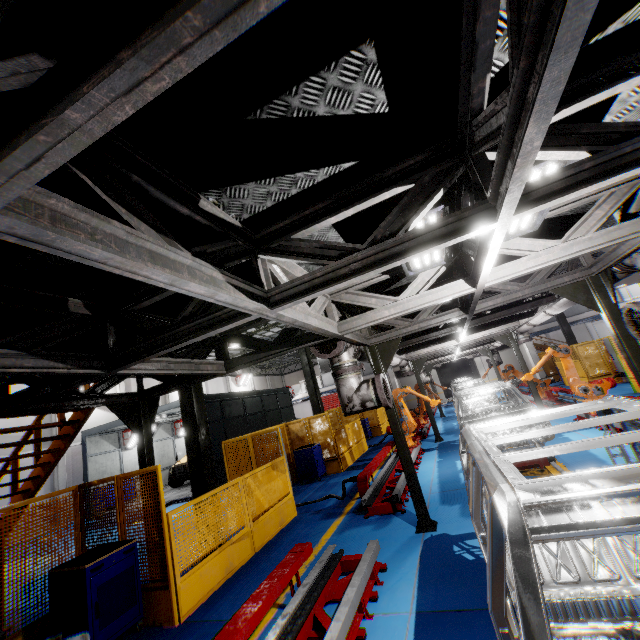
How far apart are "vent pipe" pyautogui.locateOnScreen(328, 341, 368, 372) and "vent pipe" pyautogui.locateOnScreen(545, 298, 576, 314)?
3.64m

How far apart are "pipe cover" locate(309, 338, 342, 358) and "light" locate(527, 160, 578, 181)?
2.46m

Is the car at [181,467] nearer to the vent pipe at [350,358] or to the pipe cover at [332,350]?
the vent pipe at [350,358]

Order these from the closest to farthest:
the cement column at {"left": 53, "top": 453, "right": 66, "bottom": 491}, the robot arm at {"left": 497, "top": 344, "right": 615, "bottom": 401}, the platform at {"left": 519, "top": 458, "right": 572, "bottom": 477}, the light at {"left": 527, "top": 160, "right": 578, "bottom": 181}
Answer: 1. the light at {"left": 527, "top": 160, "right": 578, "bottom": 181}
2. the platform at {"left": 519, "top": 458, "right": 572, "bottom": 477}
3. the robot arm at {"left": 497, "top": 344, "right": 615, "bottom": 401}
4. the cement column at {"left": 53, "top": 453, "right": 66, "bottom": 491}

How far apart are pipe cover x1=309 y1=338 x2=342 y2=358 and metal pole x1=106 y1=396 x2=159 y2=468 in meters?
3.0

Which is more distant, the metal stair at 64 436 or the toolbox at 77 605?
the metal stair at 64 436

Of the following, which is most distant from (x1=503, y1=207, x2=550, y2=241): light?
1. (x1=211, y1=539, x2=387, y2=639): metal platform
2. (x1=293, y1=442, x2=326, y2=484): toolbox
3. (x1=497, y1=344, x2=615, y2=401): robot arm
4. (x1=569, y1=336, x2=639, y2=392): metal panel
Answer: (x1=293, y1=442, x2=326, y2=484): toolbox

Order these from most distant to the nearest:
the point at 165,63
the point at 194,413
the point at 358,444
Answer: the point at 358,444, the point at 194,413, the point at 165,63
